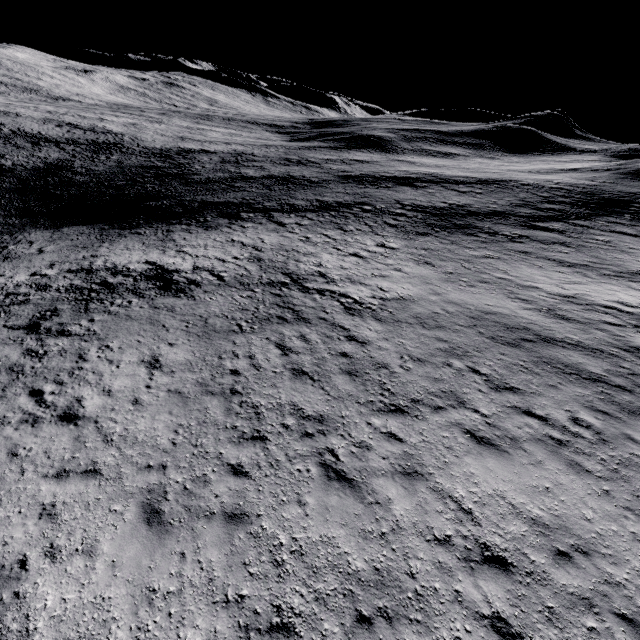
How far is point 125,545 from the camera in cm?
648
